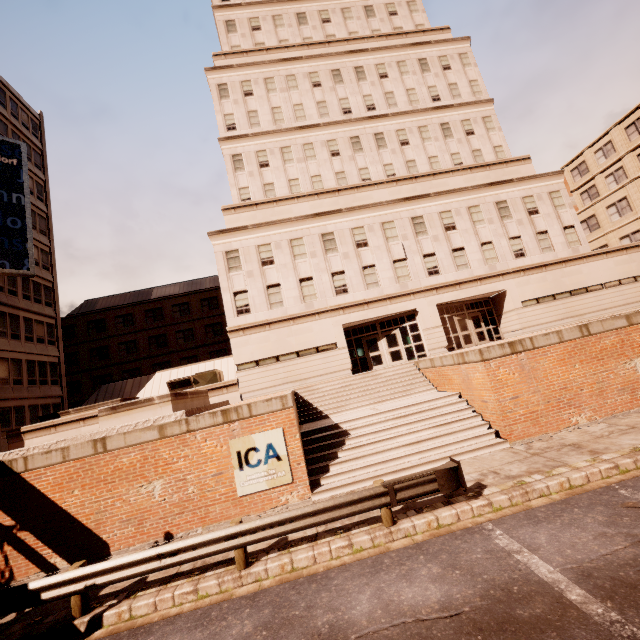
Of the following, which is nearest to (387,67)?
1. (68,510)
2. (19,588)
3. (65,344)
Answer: (68,510)

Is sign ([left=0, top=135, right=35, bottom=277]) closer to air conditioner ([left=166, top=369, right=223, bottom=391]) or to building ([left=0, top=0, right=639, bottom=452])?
building ([left=0, top=0, right=639, bottom=452])

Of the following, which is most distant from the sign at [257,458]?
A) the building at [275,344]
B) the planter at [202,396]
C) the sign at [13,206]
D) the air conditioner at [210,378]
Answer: the sign at [13,206]

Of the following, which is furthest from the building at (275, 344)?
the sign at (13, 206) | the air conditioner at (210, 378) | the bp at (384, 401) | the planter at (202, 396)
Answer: the sign at (13, 206)

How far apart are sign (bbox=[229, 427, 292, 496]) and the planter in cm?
255

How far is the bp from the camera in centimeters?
1088cm

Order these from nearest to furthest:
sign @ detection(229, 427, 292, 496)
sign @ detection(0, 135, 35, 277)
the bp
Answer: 1. sign @ detection(229, 427, 292, 496)
2. the bp
3. sign @ detection(0, 135, 35, 277)

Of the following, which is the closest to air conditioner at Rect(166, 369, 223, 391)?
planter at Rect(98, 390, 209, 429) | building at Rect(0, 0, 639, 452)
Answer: building at Rect(0, 0, 639, 452)
